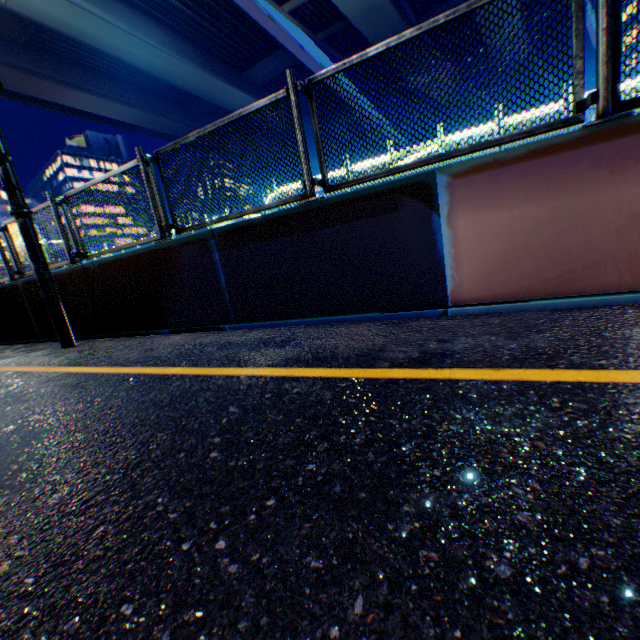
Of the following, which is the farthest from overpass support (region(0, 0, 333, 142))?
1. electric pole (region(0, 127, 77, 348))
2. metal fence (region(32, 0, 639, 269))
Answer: electric pole (region(0, 127, 77, 348))

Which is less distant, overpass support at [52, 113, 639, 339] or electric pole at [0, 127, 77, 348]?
overpass support at [52, 113, 639, 339]

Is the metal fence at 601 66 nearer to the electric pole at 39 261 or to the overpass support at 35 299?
the overpass support at 35 299

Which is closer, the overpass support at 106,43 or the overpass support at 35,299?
the overpass support at 35,299

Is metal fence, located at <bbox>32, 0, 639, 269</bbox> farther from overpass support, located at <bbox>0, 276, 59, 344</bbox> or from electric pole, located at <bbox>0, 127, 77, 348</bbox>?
electric pole, located at <bbox>0, 127, 77, 348</bbox>

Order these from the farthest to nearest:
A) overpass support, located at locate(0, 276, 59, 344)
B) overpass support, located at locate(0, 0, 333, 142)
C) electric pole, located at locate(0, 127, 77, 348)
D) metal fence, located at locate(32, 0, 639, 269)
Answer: overpass support, located at locate(0, 0, 333, 142)
overpass support, located at locate(0, 276, 59, 344)
electric pole, located at locate(0, 127, 77, 348)
metal fence, located at locate(32, 0, 639, 269)

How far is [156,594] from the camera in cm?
87
